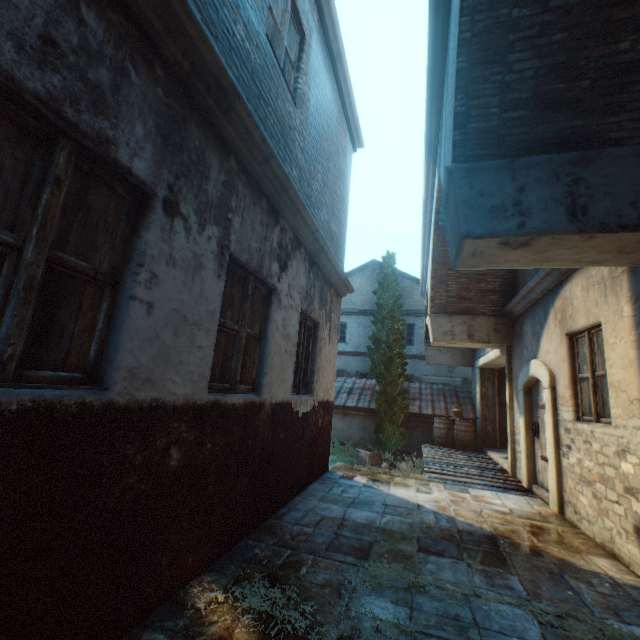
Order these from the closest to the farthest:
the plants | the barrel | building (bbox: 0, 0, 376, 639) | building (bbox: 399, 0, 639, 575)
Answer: building (bbox: 0, 0, 376, 639), building (bbox: 399, 0, 639, 575), the barrel, the plants

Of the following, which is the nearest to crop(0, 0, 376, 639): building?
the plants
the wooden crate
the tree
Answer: the tree

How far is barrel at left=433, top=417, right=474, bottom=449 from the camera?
11.3m

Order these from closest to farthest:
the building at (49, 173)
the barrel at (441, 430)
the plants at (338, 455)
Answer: the building at (49, 173) < the barrel at (441, 430) < the plants at (338, 455)

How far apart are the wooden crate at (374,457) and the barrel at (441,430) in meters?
1.9

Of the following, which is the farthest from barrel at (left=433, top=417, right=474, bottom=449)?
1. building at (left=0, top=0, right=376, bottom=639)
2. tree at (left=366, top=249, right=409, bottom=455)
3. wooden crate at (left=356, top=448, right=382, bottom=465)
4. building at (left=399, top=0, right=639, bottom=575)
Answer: building at (left=0, top=0, right=376, bottom=639)

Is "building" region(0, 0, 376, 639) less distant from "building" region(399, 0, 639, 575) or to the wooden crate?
"building" region(399, 0, 639, 575)

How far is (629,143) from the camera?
2.8m
